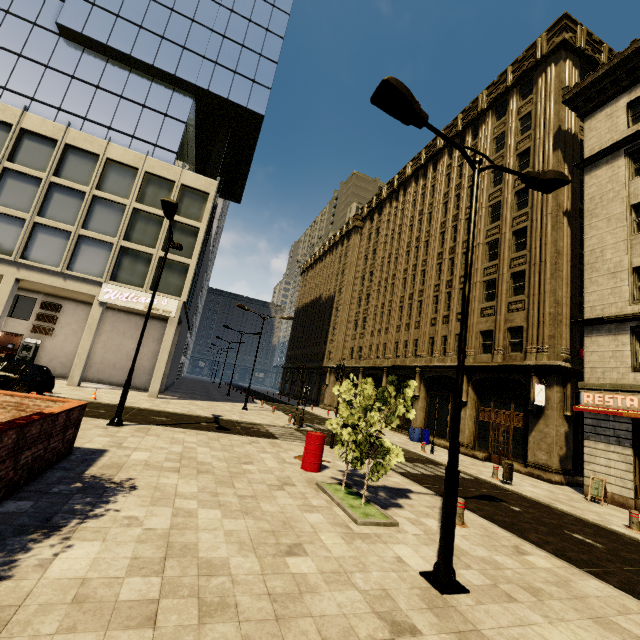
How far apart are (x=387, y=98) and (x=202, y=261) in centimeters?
2624cm

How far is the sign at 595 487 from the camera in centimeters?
1288cm

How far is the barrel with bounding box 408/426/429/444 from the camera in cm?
2322

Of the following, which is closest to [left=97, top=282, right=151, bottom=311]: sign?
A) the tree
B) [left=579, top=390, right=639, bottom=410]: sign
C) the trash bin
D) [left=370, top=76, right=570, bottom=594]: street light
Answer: the tree

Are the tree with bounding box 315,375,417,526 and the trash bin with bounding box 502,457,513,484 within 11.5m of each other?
yes

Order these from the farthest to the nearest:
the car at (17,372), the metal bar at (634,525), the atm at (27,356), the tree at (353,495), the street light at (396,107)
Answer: the atm at (27,356)
the car at (17,372)
the metal bar at (634,525)
the tree at (353,495)
the street light at (396,107)

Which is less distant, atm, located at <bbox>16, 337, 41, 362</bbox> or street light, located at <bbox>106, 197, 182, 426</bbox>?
street light, located at <bbox>106, 197, 182, 426</bbox>

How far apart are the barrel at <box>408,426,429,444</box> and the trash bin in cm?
947
